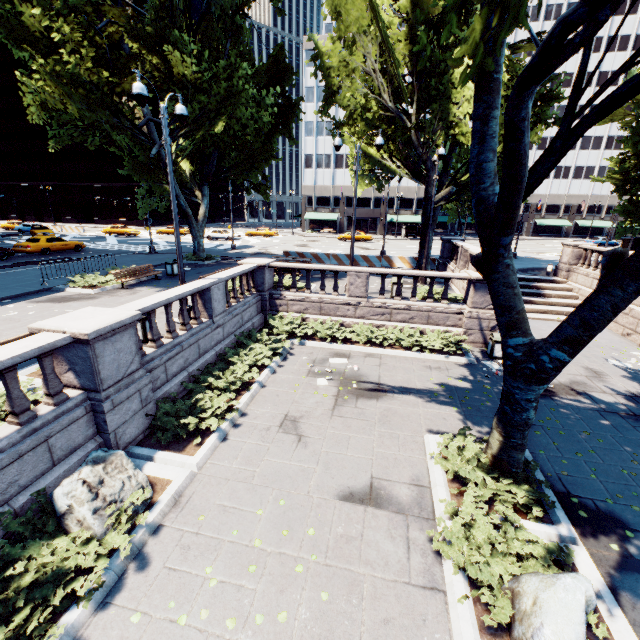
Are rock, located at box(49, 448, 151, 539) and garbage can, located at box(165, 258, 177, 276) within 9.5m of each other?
no

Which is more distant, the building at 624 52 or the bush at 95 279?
the building at 624 52

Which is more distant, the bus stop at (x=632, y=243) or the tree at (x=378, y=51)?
the bus stop at (x=632, y=243)

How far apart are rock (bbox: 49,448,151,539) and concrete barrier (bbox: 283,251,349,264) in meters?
20.9

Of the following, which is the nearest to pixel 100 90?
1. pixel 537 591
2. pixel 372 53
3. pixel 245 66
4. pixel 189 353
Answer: pixel 245 66

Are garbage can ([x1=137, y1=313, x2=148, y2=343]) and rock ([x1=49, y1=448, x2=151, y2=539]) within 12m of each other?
yes

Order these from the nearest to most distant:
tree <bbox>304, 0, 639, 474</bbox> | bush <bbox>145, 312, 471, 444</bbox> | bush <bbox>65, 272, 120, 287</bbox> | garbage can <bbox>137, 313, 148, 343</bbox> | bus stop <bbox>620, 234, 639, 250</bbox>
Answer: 1. tree <bbox>304, 0, 639, 474</bbox>
2. bush <bbox>145, 312, 471, 444</bbox>
3. garbage can <bbox>137, 313, 148, 343</bbox>
4. bush <bbox>65, 272, 120, 287</bbox>
5. bus stop <bbox>620, 234, 639, 250</bbox>

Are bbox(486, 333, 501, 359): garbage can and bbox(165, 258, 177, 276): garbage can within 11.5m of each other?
no
